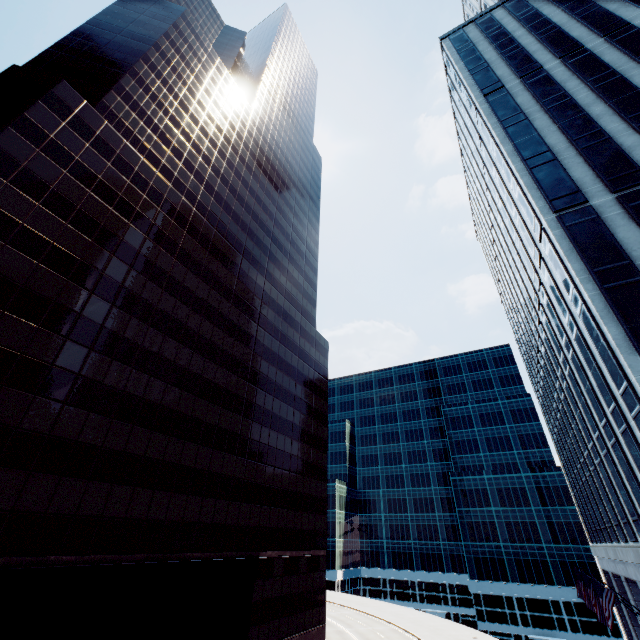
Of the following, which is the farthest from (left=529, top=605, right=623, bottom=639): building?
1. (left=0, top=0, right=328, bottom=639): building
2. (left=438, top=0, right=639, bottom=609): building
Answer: (left=0, top=0, right=328, bottom=639): building

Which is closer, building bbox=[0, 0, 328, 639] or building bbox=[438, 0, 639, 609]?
building bbox=[438, 0, 639, 609]

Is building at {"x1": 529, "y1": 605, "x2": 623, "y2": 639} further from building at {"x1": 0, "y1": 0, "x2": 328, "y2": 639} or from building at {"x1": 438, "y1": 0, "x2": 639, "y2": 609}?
building at {"x1": 0, "y1": 0, "x2": 328, "y2": 639}

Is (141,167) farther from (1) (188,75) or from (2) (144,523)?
(2) (144,523)

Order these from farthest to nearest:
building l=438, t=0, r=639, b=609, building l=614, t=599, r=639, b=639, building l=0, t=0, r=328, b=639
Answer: building l=614, t=599, r=639, b=639 → building l=0, t=0, r=328, b=639 → building l=438, t=0, r=639, b=609

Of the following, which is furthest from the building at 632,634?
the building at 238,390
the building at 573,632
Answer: the building at 573,632
